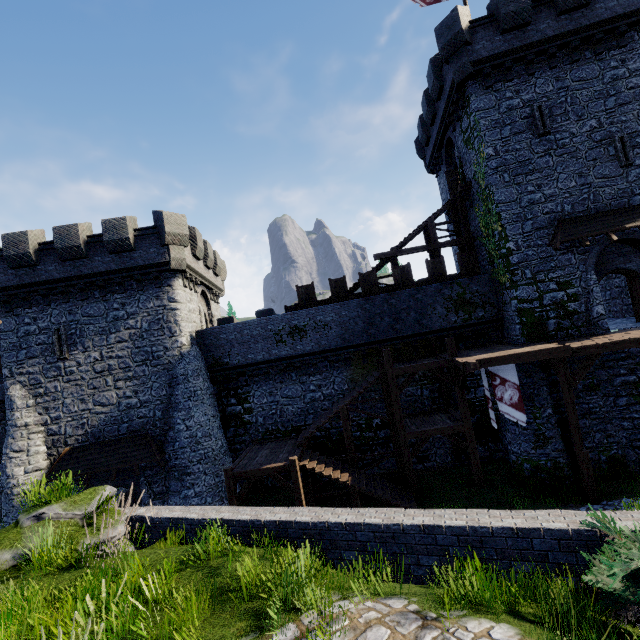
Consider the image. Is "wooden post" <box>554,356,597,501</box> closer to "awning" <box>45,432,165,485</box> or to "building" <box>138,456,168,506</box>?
"building" <box>138,456,168,506</box>

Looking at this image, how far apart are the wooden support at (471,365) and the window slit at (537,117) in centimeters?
1156cm

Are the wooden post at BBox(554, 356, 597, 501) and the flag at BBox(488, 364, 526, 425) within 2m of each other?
yes

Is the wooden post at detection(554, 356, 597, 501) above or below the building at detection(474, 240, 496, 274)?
below

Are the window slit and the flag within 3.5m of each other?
no

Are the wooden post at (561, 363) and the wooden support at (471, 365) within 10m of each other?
yes

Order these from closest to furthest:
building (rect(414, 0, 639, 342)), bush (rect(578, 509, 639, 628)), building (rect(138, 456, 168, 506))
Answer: bush (rect(578, 509, 639, 628)), building (rect(414, 0, 639, 342)), building (rect(138, 456, 168, 506))

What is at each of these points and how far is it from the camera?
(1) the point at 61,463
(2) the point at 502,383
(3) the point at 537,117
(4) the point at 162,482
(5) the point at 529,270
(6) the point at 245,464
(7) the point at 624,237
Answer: (1) awning, 16.6m
(2) flag, 13.4m
(3) window slit, 15.7m
(4) building, 17.4m
(5) building, 15.8m
(6) stairs, 14.9m
(7) building, 15.0m
